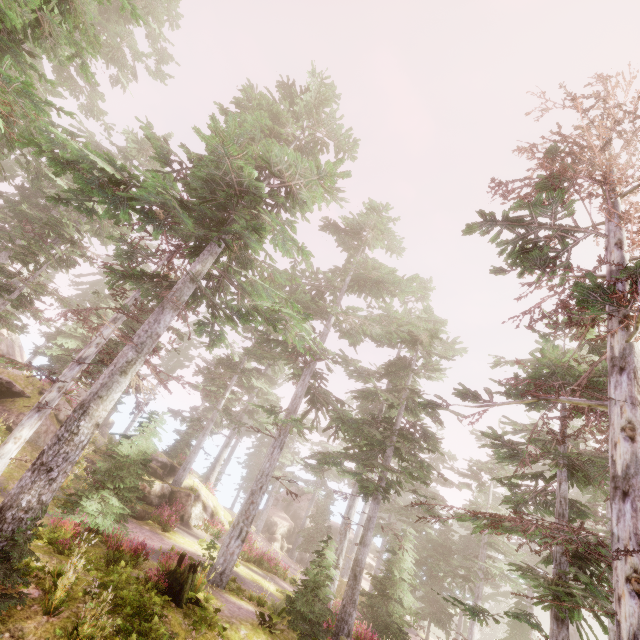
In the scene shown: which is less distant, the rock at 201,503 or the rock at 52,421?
the rock at 52,421

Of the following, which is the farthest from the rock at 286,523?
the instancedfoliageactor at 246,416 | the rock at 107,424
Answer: the rock at 107,424

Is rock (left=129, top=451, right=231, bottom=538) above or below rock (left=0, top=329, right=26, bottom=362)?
below

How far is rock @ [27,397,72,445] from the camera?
17.88m

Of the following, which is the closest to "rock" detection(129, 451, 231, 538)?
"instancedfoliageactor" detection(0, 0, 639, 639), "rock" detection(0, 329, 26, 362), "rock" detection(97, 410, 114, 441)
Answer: "instancedfoliageactor" detection(0, 0, 639, 639)

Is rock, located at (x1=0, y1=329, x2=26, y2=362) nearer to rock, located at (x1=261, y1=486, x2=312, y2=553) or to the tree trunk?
rock, located at (x1=261, y1=486, x2=312, y2=553)

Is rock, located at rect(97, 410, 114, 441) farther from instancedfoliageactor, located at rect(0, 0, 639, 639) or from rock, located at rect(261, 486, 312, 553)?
rock, located at rect(261, 486, 312, 553)

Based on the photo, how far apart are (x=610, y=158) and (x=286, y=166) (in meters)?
10.32
